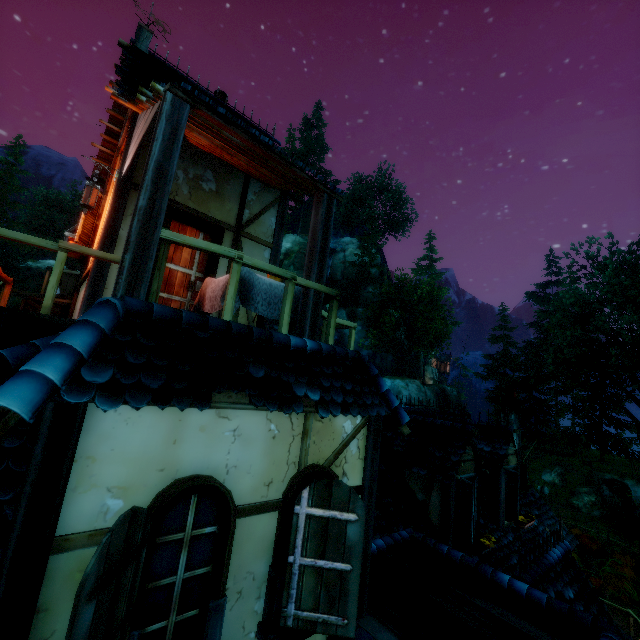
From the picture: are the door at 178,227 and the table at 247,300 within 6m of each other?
yes

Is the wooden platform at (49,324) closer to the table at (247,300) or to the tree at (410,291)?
the table at (247,300)

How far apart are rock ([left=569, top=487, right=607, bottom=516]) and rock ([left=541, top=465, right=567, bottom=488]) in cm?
47

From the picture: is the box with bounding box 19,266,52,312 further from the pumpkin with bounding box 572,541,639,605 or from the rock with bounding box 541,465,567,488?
the rock with bounding box 541,465,567,488

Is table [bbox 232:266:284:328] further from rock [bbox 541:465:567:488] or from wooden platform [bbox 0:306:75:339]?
rock [bbox 541:465:567:488]

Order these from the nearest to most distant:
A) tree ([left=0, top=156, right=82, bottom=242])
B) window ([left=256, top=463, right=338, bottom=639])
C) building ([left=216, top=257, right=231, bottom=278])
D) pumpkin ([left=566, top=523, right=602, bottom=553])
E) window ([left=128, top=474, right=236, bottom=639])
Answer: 1. window ([left=128, top=474, right=236, bottom=639])
2. window ([left=256, top=463, right=338, bottom=639])
3. building ([left=216, top=257, right=231, bottom=278])
4. pumpkin ([left=566, top=523, right=602, bottom=553])
5. tree ([left=0, top=156, right=82, bottom=242])

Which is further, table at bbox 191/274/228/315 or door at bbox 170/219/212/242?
door at bbox 170/219/212/242

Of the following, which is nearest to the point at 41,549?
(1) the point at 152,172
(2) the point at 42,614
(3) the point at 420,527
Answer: (2) the point at 42,614
